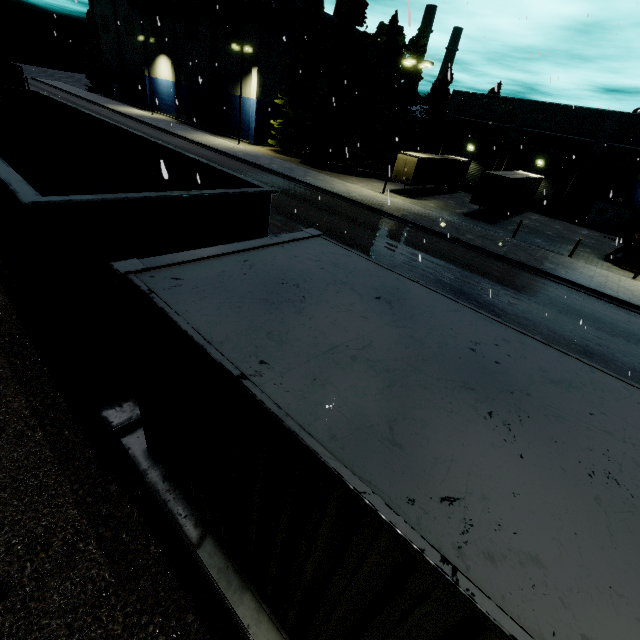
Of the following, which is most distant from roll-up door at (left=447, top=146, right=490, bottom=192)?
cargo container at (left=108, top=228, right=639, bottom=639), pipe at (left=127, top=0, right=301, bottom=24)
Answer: cargo container at (left=108, top=228, right=639, bottom=639)

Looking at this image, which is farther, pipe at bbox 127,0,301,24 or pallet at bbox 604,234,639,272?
pipe at bbox 127,0,301,24

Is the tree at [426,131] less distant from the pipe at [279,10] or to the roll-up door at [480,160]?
the pipe at [279,10]

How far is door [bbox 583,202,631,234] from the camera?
32.1 meters

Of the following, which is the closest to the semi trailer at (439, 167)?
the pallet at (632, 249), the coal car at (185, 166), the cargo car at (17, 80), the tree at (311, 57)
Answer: the pallet at (632, 249)

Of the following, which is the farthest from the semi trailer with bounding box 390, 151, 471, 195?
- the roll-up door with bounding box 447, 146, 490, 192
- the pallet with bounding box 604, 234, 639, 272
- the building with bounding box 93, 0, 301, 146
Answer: the building with bounding box 93, 0, 301, 146

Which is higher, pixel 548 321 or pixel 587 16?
pixel 587 16

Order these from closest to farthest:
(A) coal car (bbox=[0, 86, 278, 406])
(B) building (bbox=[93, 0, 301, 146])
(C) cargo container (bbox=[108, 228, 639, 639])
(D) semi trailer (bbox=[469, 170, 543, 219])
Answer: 1. (C) cargo container (bbox=[108, 228, 639, 639])
2. (A) coal car (bbox=[0, 86, 278, 406])
3. (D) semi trailer (bbox=[469, 170, 543, 219])
4. (B) building (bbox=[93, 0, 301, 146])
